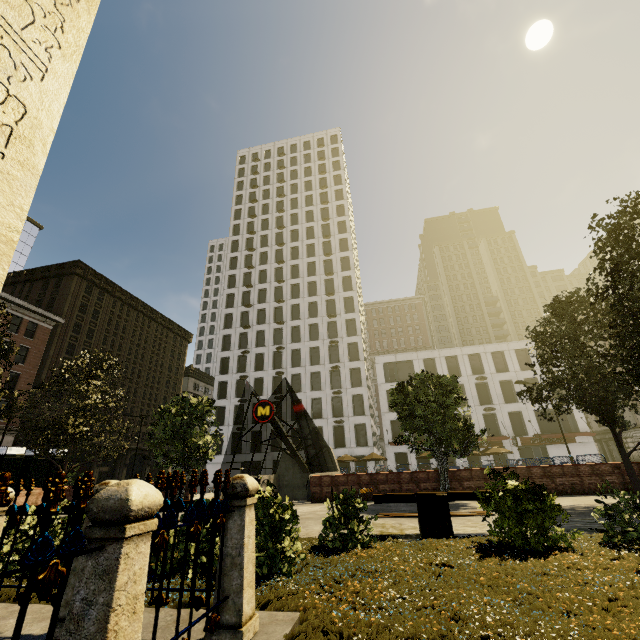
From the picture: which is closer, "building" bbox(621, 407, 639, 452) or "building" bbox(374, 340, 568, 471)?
"building" bbox(374, 340, 568, 471)

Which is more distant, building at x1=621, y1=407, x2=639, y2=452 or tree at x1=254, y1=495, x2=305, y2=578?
building at x1=621, y1=407, x2=639, y2=452

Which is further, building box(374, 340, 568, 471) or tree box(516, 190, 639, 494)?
building box(374, 340, 568, 471)

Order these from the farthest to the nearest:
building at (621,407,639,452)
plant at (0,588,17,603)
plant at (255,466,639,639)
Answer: building at (621,407,639,452) < plant at (0,588,17,603) < plant at (255,466,639,639)

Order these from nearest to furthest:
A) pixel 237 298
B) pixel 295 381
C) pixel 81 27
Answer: pixel 81 27
pixel 295 381
pixel 237 298

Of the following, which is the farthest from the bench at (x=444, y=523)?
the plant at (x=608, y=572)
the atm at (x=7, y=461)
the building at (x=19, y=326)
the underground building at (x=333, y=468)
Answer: the building at (x=19, y=326)

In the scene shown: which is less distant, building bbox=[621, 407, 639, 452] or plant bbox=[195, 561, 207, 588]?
plant bbox=[195, 561, 207, 588]

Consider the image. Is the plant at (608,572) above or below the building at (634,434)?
below
